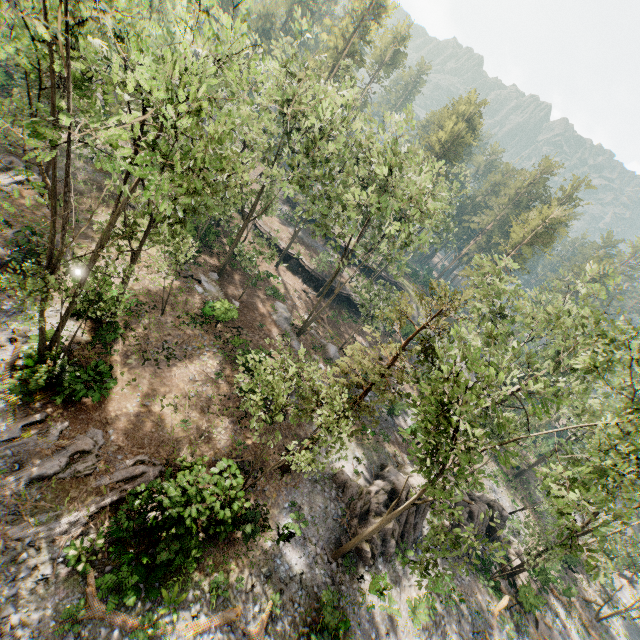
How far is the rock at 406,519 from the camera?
19.7 meters

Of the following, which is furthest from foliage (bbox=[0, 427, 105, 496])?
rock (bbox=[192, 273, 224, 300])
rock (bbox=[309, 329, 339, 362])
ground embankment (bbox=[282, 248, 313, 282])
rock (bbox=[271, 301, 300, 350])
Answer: rock (bbox=[309, 329, 339, 362])

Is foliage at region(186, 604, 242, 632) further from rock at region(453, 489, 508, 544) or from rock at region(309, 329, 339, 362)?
rock at region(309, 329, 339, 362)

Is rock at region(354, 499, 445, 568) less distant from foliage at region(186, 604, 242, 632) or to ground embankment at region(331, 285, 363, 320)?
foliage at region(186, 604, 242, 632)

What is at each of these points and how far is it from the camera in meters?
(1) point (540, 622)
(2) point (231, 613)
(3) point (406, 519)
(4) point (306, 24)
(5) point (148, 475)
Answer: (1) foliage, 24.5 m
(2) foliage, 13.8 m
(3) rock, 22.3 m
(4) foliage, 20.8 m
(5) foliage, 15.6 m

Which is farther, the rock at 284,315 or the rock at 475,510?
the rock at 284,315

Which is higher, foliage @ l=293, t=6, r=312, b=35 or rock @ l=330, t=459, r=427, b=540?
foliage @ l=293, t=6, r=312, b=35

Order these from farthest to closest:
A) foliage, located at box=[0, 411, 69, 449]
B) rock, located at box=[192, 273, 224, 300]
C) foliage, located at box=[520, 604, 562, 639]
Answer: rock, located at box=[192, 273, 224, 300] < foliage, located at box=[520, 604, 562, 639] < foliage, located at box=[0, 411, 69, 449]
